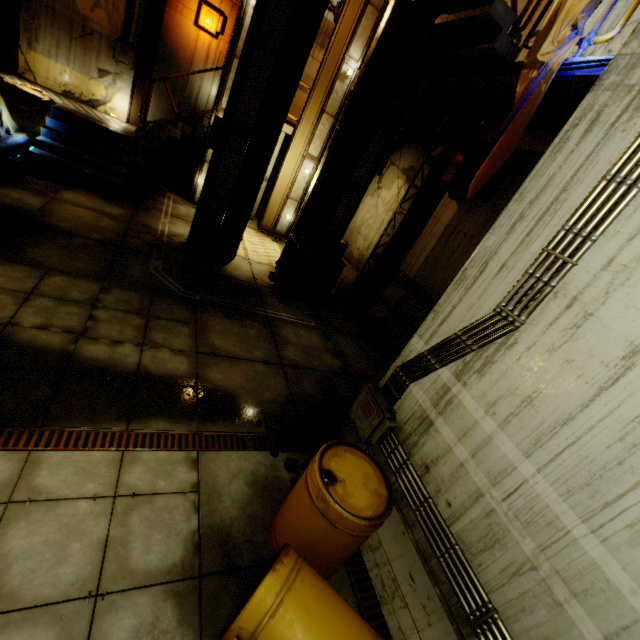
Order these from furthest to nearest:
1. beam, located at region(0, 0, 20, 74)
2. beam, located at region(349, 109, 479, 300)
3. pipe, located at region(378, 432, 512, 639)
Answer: beam, located at region(0, 0, 20, 74) → beam, located at region(349, 109, 479, 300) → pipe, located at region(378, 432, 512, 639)

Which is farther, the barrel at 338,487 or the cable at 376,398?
the cable at 376,398

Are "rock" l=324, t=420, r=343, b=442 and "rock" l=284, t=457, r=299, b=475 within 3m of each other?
yes

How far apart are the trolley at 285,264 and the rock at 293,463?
4.54m

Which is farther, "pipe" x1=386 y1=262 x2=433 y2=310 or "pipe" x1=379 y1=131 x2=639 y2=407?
"pipe" x1=386 y1=262 x2=433 y2=310

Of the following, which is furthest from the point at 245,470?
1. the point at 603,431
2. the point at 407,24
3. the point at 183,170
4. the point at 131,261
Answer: the point at 183,170

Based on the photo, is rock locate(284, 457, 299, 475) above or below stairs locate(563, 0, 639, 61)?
below

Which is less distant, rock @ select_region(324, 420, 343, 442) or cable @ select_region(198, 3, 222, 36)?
rock @ select_region(324, 420, 343, 442)
